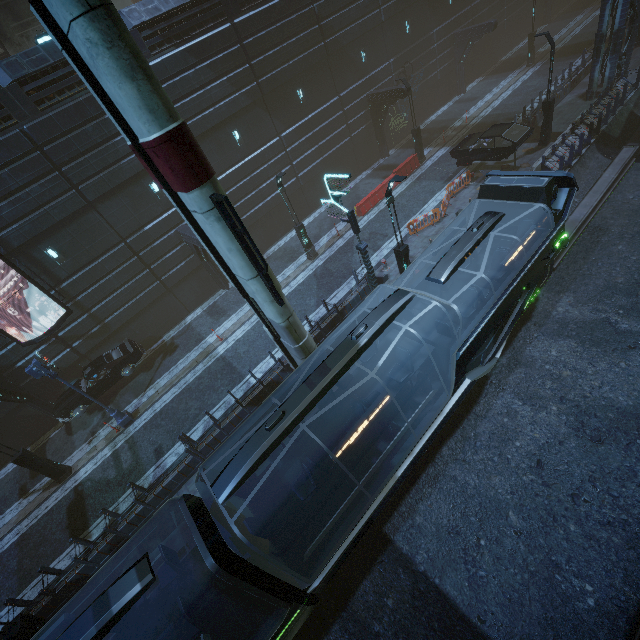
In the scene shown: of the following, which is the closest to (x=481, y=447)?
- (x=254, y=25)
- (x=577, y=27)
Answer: (x=254, y=25)

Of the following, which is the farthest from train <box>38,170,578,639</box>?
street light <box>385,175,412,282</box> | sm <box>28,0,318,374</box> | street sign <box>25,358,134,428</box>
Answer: street sign <box>25,358,134,428</box>

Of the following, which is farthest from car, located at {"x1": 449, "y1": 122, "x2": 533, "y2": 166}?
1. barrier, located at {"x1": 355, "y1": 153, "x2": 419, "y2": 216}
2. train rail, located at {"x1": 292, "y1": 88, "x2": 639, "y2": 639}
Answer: barrier, located at {"x1": 355, "y1": 153, "x2": 419, "y2": 216}

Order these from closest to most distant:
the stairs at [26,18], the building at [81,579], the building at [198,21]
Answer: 1. the building at [81,579]
2. the building at [198,21]
3. the stairs at [26,18]

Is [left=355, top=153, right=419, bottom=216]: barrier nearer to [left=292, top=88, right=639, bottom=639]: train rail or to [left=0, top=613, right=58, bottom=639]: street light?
[left=292, top=88, right=639, bottom=639]: train rail

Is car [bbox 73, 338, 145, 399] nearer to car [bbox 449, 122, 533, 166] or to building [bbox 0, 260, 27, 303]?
building [bbox 0, 260, 27, 303]

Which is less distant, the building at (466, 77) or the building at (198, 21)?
the building at (198, 21)

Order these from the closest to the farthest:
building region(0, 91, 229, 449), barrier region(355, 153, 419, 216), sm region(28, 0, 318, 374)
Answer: sm region(28, 0, 318, 374) → building region(0, 91, 229, 449) → barrier region(355, 153, 419, 216)
